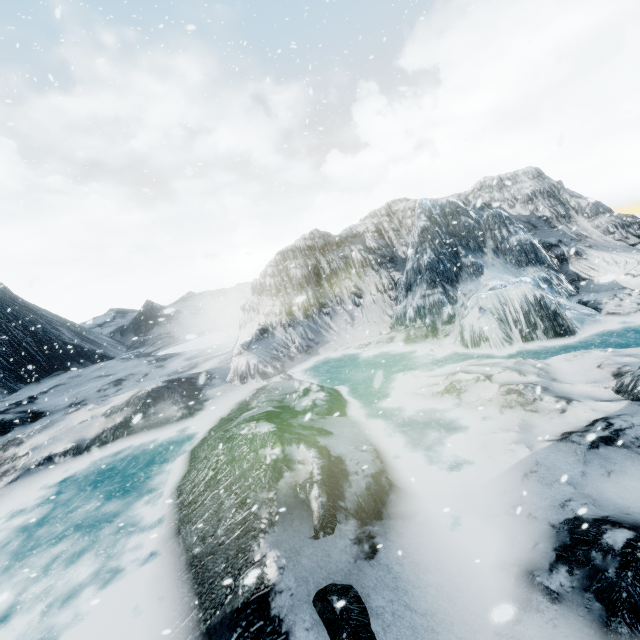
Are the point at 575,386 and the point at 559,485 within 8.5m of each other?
yes
